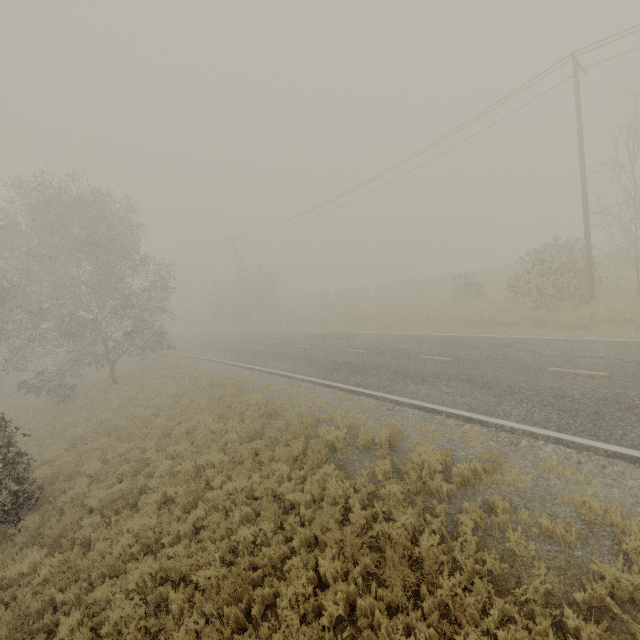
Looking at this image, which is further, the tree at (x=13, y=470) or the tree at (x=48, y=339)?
the tree at (x=48, y=339)

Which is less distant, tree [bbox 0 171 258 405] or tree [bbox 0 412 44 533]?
tree [bbox 0 412 44 533]

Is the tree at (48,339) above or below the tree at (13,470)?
above

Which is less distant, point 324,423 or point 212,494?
point 212,494

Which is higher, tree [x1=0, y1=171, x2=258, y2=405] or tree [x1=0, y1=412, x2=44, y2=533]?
tree [x1=0, y1=171, x2=258, y2=405]
